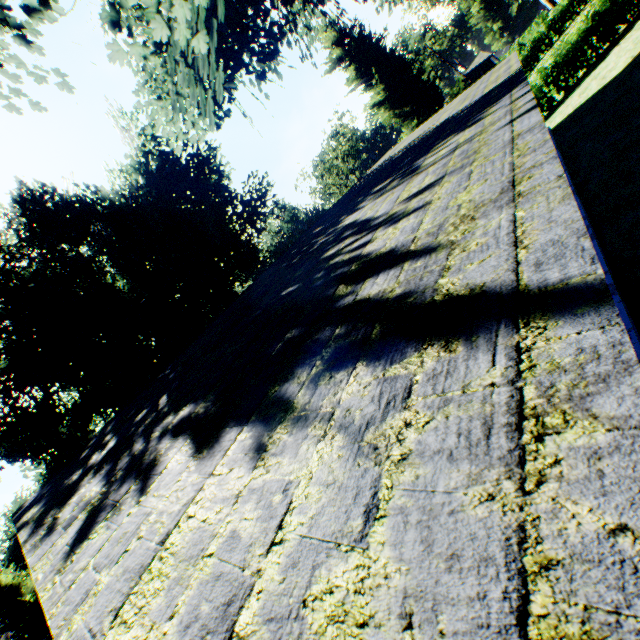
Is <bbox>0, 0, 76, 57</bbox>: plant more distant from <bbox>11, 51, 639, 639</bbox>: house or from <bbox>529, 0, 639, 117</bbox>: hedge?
<bbox>11, 51, 639, 639</bbox>: house

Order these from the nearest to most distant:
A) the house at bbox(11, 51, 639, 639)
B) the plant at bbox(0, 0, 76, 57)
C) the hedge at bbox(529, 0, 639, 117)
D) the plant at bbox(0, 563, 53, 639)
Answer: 1. the house at bbox(11, 51, 639, 639)
2. the plant at bbox(0, 0, 76, 57)
3. the hedge at bbox(529, 0, 639, 117)
4. the plant at bbox(0, 563, 53, 639)

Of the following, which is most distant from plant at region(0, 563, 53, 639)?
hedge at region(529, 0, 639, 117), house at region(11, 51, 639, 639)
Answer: house at region(11, 51, 639, 639)

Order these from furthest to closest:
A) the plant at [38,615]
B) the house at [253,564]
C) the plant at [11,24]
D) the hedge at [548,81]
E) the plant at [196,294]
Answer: A: the plant at [38,615], the hedge at [548,81], the plant at [196,294], the plant at [11,24], the house at [253,564]

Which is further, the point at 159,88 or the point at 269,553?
the point at 159,88

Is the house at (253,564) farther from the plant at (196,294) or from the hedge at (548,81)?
the plant at (196,294)
